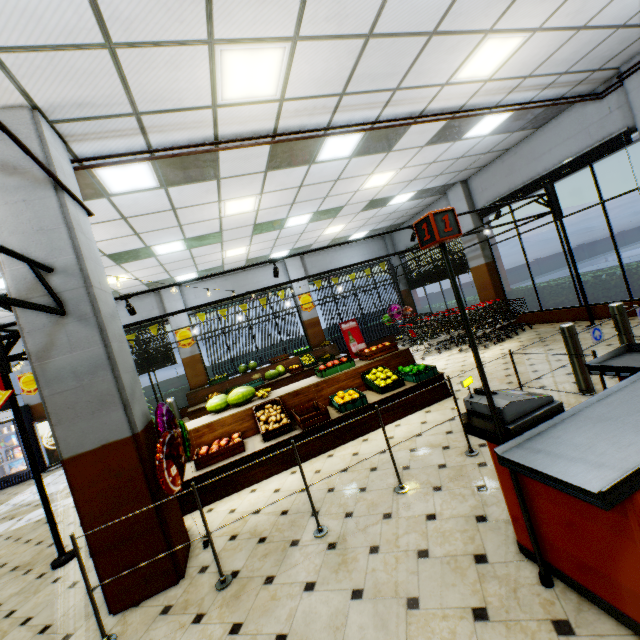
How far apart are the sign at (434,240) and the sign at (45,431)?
13.3 meters

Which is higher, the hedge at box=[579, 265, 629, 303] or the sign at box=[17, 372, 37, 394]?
the sign at box=[17, 372, 37, 394]

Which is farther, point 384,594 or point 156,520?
point 156,520

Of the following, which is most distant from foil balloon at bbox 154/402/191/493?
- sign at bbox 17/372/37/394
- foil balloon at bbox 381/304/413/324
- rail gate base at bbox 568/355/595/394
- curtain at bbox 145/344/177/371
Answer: foil balloon at bbox 381/304/413/324

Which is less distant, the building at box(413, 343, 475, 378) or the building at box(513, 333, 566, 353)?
the building at box(513, 333, 566, 353)

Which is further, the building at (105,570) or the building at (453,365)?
the building at (453,365)

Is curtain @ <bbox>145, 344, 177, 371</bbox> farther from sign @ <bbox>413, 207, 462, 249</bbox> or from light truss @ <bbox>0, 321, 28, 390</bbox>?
sign @ <bbox>413, 207, 462, 249</bbox>

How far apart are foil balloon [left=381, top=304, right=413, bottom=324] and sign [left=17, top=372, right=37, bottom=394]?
13.2 meters
